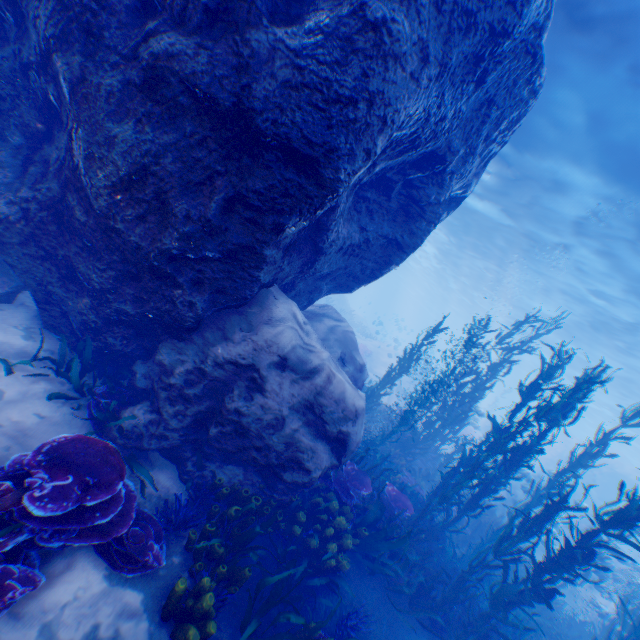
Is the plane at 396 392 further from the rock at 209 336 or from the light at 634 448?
the light at 634 448

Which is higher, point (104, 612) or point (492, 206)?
point (492, 206)

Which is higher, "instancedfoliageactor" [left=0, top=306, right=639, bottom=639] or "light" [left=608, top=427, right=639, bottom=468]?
"light" [left=608, top=427, right=639, bottom=468]

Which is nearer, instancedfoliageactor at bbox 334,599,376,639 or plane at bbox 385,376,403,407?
instancedfoliageactor at bbox 334,599,376,639

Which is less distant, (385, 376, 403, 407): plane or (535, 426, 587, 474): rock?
(385, 376, 403, 407): plane

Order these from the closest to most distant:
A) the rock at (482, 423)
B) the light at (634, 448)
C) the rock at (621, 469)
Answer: the rock at (482, 423), the rock at (621, 469), the light at (634, 448)

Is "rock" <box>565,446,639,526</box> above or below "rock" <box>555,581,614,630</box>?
above

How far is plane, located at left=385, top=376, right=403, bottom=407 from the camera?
21.4m
